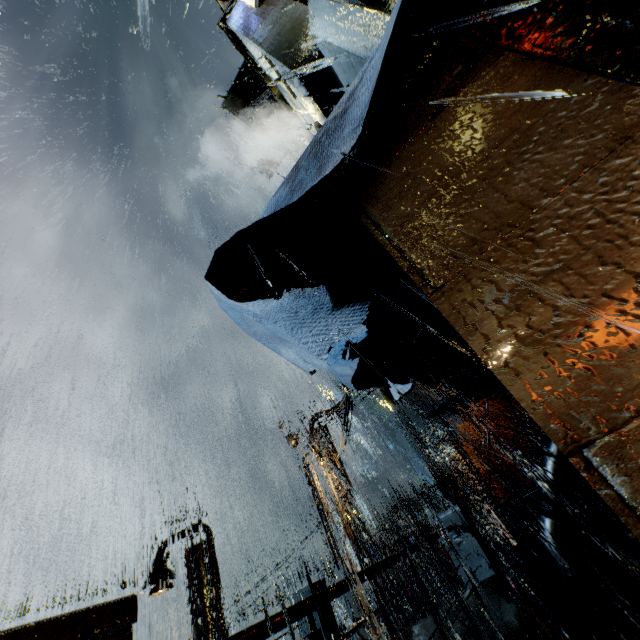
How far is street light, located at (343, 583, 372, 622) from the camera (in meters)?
11.92

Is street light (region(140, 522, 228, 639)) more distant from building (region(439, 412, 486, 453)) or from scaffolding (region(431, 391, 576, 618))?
scaffolding (region(431, 391, 576, 618))

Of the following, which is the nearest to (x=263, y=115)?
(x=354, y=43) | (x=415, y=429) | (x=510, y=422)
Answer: (x=354, y=43)

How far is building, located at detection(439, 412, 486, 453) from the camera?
51.1 meters

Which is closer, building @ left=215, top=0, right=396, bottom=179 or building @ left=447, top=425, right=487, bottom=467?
building @ left=215, top=0, right=396, bottom=179

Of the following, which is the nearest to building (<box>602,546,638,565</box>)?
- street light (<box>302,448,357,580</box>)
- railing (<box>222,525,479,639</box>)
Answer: street light (<box>302,448,357,580</box>)

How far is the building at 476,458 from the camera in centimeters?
5045cm
